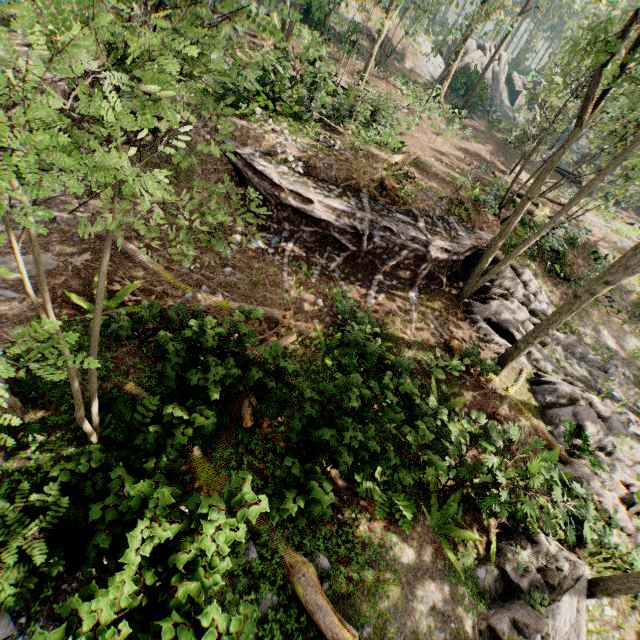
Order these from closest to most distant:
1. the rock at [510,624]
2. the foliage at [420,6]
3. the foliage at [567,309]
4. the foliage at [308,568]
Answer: the foliage at [308,568]
the rock at [510,624]
the foliage at [567,309]
the foliage at [420,6]

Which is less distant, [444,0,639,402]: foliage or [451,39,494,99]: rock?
[444,0,639,402]: foliage

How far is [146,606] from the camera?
3.5 meters

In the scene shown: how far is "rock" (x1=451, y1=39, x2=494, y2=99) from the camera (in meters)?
37.09

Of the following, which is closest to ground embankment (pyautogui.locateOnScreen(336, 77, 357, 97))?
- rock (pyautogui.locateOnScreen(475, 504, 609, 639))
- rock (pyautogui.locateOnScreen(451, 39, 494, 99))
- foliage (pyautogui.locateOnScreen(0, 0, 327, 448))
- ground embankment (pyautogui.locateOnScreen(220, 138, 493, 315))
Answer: foliage (pyautogui.locateOnScreen(0, 0, 327, 448))

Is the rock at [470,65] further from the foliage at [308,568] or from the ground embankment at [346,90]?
the ground embankment at [346,90]

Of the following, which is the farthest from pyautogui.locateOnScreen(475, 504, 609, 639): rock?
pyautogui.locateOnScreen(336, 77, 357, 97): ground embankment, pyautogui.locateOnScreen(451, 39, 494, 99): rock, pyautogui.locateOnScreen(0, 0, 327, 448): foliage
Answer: pyautogui.locateOnScreen(451, 39, 494, 99): rock

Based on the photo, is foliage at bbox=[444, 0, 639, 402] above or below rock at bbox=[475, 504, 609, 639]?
above
